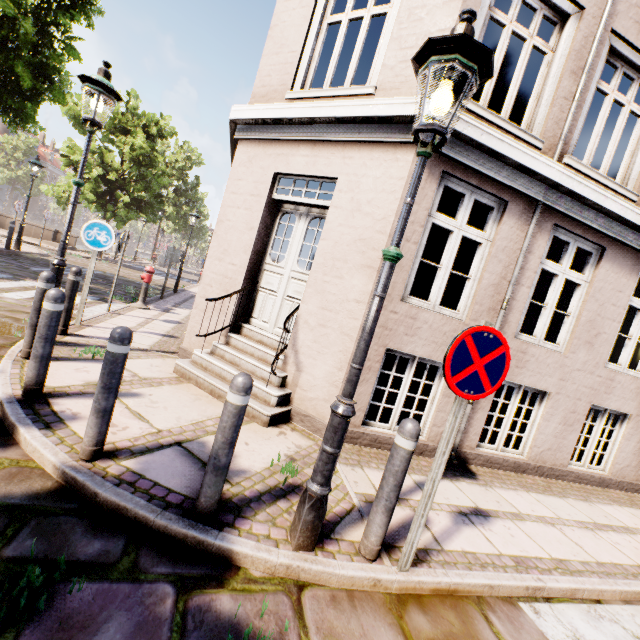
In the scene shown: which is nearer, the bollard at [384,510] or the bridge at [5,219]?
the bollard at [384,510]

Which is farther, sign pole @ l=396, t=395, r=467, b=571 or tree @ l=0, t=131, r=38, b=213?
tree @ l=0, t=131, r=38, b=213

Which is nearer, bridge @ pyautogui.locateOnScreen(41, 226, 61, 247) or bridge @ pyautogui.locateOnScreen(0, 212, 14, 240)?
bridge @ pyautogui.locateOnScreen(0, 212, 14, 240)

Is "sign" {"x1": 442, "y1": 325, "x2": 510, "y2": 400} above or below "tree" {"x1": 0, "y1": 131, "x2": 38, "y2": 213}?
below

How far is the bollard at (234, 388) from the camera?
Result: 2.2m

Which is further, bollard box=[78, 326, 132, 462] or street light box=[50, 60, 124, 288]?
street light box=[50, 60, 124, 288]

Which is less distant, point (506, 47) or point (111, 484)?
point (111, 484)

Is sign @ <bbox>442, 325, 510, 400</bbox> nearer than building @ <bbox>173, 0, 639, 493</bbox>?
Yes
